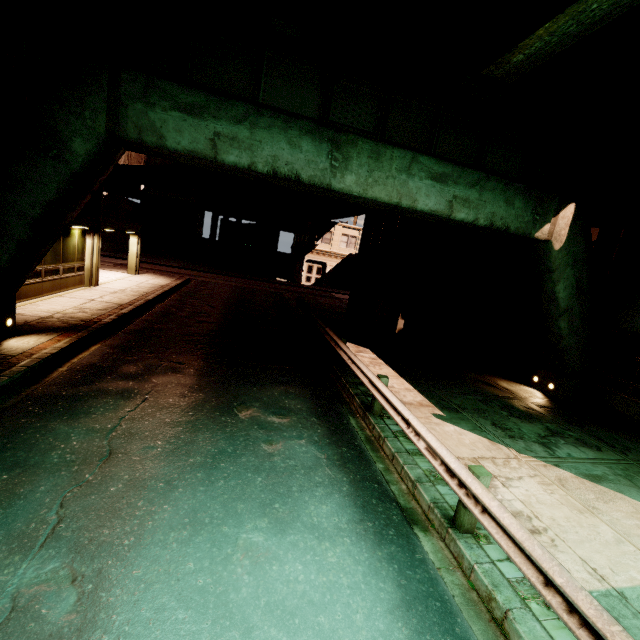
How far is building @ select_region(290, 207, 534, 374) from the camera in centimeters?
1353cm

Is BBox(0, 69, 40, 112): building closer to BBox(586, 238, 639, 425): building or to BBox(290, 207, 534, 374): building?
BBox(290, 207, 534, 374): building

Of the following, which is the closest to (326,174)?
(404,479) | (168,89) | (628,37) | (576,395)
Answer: (168,89)

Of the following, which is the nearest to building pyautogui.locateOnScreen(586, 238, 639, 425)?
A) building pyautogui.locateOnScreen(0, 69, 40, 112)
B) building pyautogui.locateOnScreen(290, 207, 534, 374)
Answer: building pyautogui.locateOnScreen(290, 207, 534, 374)

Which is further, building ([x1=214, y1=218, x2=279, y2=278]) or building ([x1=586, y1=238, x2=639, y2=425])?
building ([x1=214, y1=218, x2=279, y2=278])

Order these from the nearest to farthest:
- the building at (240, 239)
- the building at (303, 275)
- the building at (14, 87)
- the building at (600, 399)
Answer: the building at (14, 87) < the building at (600, 399) < the building at (303, 275) < the building at (240, 239)

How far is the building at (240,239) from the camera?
37.72m
